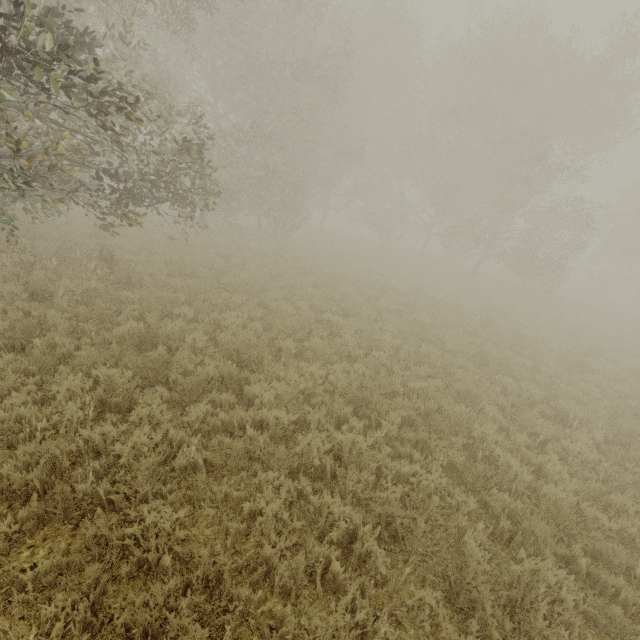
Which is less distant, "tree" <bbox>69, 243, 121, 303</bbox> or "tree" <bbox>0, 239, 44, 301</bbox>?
"tree" <bbox>0, 239, 44, 301</bbox>

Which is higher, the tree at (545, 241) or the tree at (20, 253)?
the tree at (545, 241)

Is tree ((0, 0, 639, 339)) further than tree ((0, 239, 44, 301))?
No

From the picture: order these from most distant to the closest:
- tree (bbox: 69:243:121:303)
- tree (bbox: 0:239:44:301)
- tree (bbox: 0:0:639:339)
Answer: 1. tree (bbox: 69:243:121:303)
2. tree (bbox: 0:239:44:301)
3. tree (bbox: 0:0:639:339)

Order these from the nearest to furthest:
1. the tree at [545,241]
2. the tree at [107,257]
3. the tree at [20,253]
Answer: the tree at [545,241]
the tree at [20,253]
the tree at [107,257]

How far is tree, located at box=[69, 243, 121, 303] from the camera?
8.5m

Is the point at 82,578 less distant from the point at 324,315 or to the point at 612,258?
the point at 324,315
